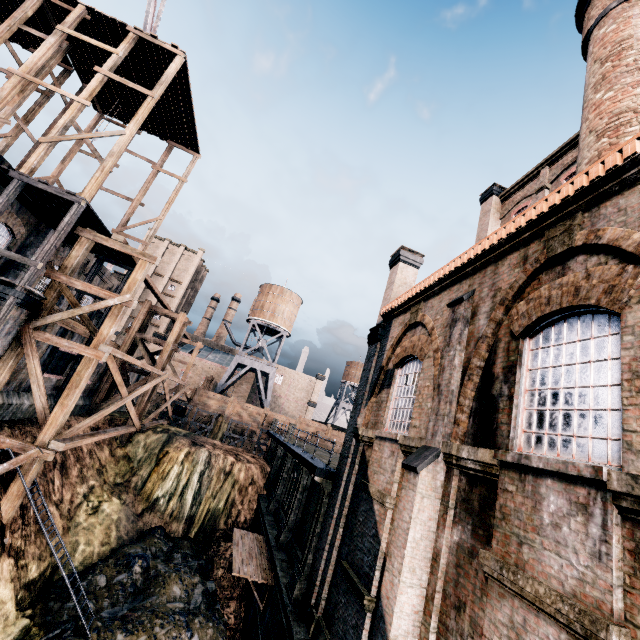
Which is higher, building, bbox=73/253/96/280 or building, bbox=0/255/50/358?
building, bbox=73/253/96/280

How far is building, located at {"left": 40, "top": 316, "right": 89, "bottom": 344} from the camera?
18.38m

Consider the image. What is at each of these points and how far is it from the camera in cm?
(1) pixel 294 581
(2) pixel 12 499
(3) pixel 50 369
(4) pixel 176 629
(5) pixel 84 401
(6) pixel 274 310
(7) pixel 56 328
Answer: (1) column, 1284
(2) wooden scaffolding, 1395
(3) building, 2006
(4) stone debris, 1559
(5) building, 2509
(6) water tower, 5288
(7) building, 1883

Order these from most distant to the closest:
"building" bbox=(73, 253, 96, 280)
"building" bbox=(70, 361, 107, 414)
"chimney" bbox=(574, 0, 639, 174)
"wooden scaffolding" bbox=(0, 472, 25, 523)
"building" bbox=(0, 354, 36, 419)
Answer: "building" bbox=(73, 253, 96, 280)
"building" bbox=(70, 361, 107, 414)
"building" bbox=(0, 354, 36, 419)
"wooden scaffolding" bbox=(0, 472, 25, 523)
"chimney" bbox=(574, 0, 639, 174)

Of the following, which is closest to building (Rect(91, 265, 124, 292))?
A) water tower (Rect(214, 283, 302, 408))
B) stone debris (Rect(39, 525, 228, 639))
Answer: stone debris (Rect(39, 525, 228, 639))

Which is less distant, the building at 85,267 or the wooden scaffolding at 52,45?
the wooden scaffolding at 52,45

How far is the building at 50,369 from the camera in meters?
18.5
